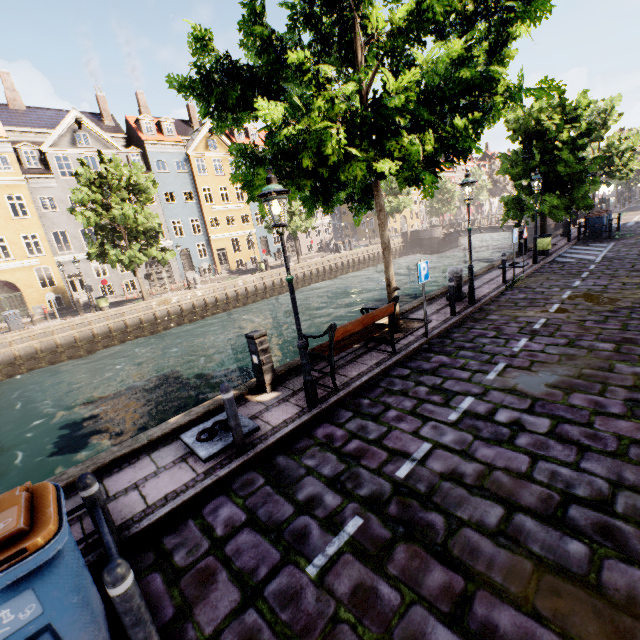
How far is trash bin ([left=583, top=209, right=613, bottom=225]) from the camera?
18.67m

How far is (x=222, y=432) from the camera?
5.3m

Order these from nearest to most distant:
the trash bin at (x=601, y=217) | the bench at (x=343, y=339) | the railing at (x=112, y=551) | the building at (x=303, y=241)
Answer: the railing at (x=112, y=551) < the bench at (x=343, y=339) < the trash bin at (x=601, y=217) < the building at (x=303, y=241)

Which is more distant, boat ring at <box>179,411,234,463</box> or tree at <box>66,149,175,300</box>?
tree at <box>66,149,175,300</box>

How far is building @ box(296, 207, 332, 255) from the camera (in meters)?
45.56

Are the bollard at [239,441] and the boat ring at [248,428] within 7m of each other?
yes

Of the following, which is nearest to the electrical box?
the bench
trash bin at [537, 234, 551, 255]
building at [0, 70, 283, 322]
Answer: the bench

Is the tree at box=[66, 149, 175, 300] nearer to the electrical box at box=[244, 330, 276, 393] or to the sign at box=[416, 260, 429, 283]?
the sign at box=[416, 260, 429, 283]
